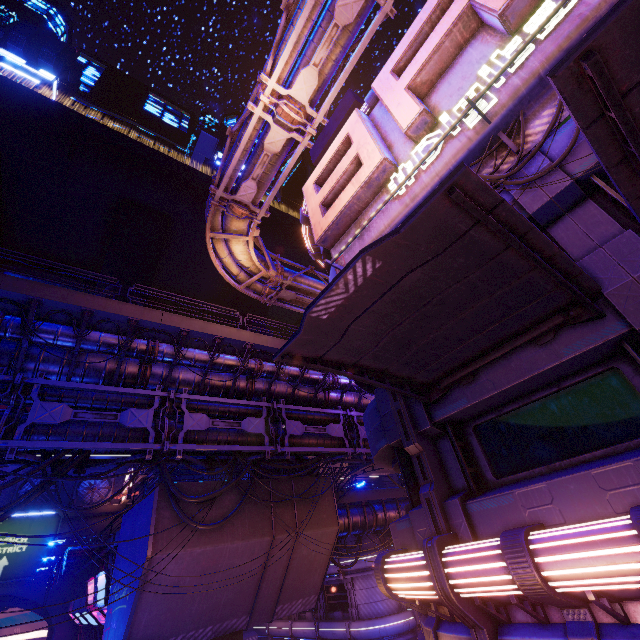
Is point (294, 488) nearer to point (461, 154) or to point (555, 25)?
point (461, 154)

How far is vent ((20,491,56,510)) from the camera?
35.8m

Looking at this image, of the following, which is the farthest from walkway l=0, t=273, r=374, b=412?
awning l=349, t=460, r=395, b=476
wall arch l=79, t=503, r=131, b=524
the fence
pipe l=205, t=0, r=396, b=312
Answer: wall arch l=79, t=503, r=131, b=524

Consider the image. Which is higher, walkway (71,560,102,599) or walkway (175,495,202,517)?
walkway (175,495,202,517)

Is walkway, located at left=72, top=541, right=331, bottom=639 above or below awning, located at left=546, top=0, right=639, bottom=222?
below

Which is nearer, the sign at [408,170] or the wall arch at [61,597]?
the sign at [408,170]

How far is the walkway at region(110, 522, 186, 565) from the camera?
13.19m

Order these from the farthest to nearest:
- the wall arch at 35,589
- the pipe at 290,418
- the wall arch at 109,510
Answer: the wall arch at 109,510, the wall arch at 35,589, the pipe at 290,418
